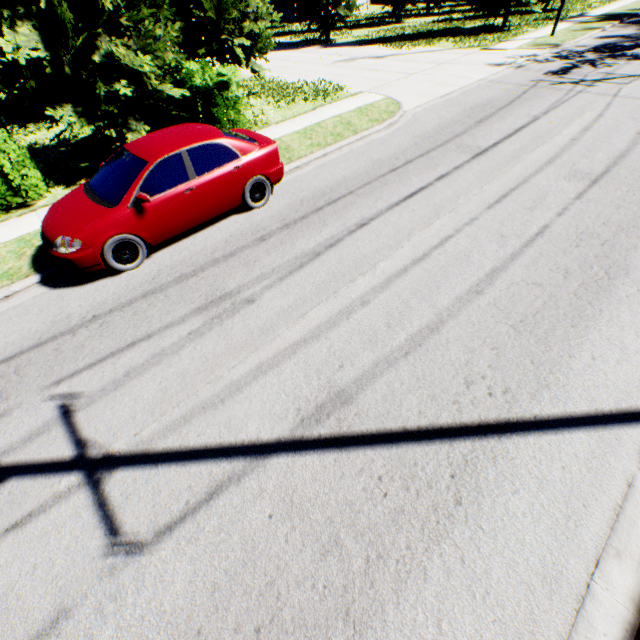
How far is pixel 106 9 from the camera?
7.6m

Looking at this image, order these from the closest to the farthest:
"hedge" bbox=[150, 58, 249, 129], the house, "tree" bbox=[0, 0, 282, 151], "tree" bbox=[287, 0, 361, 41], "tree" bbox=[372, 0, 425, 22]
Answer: "tree" bbox=[0, 0, 282, 151] < "hedge" bbox=[150, 58, 249, 129] < "tree" bbox=[287, 0, 361, 41] < "tree" bbox=[372, 0, 425, 22] < the house

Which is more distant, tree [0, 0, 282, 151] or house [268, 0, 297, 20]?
house [268, 0, 297, 20]

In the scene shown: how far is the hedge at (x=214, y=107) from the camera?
9.5m

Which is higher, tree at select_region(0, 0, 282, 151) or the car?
tree at select_region(0, 0, 282, 151)

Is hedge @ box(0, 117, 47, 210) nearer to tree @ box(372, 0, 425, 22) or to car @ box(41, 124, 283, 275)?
tree @ box(372, 0, 425, 22)

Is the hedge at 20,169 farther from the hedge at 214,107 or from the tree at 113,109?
the hedge at 214,107
